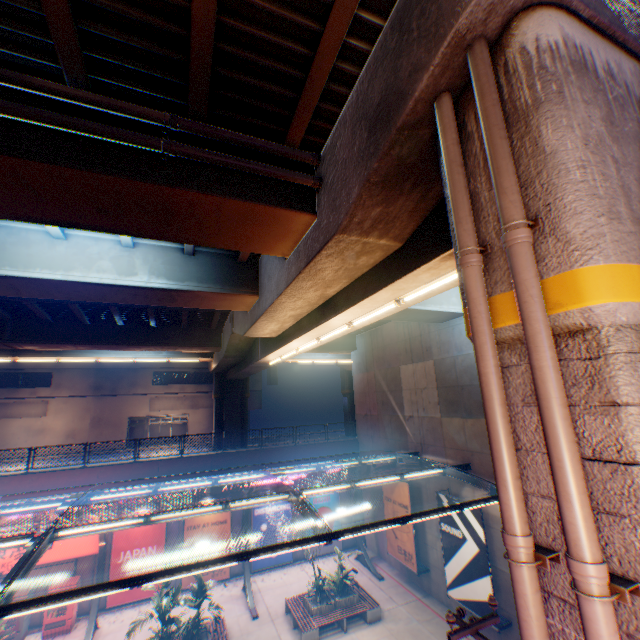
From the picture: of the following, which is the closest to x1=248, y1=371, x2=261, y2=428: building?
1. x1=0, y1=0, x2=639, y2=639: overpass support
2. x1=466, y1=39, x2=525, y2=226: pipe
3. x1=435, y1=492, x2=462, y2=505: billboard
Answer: x1=0, y1=0, x2=639, y2=639: overpass support

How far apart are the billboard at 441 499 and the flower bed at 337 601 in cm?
519

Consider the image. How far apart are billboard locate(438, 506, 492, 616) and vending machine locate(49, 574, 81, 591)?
17.7 meters

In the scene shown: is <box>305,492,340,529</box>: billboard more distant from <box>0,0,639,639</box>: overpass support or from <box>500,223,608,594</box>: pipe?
<box>500,223,608,594</box>: pipe

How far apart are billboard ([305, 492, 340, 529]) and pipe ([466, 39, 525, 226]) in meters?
21.3

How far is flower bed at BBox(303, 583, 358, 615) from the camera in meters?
14.9

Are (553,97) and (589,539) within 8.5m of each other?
yes

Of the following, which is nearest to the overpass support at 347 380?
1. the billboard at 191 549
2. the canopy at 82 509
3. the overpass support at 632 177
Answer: the overpass support at 632 177
